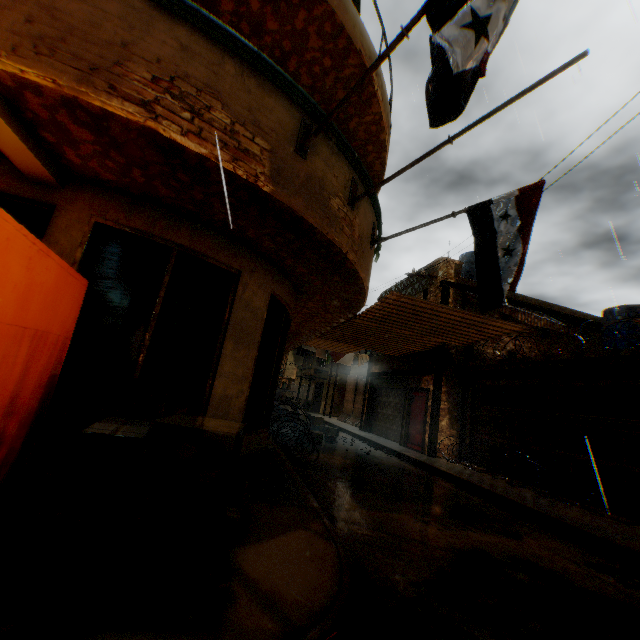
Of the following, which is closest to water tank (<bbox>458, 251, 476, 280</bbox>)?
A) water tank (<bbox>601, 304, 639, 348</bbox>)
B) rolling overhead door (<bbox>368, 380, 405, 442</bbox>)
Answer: water tank (<bbox>601, 304, 639, 348</bbox>)

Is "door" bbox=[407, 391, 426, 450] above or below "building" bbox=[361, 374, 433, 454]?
below

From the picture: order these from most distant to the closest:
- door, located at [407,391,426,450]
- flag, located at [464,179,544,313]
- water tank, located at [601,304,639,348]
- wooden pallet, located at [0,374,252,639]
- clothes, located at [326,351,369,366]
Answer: clothes, located at [326,351,369,366]
door, located at [407,391,426,450]
water tank, located at [601,304,639,348]
flag, located at [464,179,544,313]
wooden pallet, located at [0,374,252,639]

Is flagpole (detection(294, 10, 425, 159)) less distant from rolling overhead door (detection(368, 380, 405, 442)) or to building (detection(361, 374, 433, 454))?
building (detection(361, 374, 433, 454))

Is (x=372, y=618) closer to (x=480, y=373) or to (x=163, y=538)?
(x=163, y=538)

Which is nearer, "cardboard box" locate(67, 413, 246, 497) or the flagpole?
"cardboard box" locate(67, 413, 246, 497)

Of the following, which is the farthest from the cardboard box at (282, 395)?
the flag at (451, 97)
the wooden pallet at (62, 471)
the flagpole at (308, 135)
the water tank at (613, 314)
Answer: the flagpole at (308, 135)

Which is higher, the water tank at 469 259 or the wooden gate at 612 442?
the water tank at 469 259
